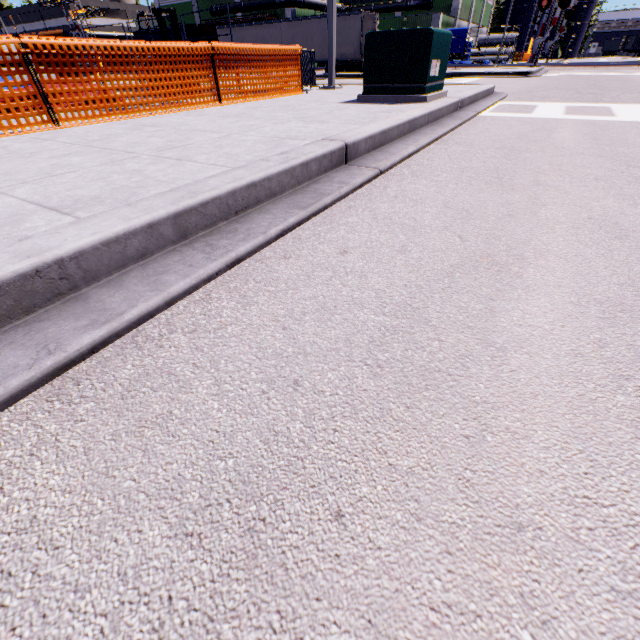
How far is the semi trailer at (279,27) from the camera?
25.1 meters

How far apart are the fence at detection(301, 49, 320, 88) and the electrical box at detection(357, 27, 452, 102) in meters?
2.5 m

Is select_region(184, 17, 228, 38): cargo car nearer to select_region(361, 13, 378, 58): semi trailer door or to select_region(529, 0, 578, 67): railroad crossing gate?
select_region(361, 13, 378, 58): semi trailer door

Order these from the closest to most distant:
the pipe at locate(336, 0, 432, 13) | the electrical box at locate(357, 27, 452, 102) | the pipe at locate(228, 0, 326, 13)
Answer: the electrical box at locate(357, 27, 452, 102) → the pipe at locate(228, 0, 326, 13) → the pipe at locate(336, 0, 432, 13)

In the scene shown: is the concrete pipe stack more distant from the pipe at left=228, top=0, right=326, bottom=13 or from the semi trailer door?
the semi trailer door

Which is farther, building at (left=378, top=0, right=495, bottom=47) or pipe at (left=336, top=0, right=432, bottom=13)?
pipe at (left=336, top=0, right=432, bottom=13)

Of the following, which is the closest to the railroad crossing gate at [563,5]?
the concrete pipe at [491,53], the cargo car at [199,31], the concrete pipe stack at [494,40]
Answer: the cargo car at [199,31]

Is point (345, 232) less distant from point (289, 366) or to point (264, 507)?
point (289, 366)
